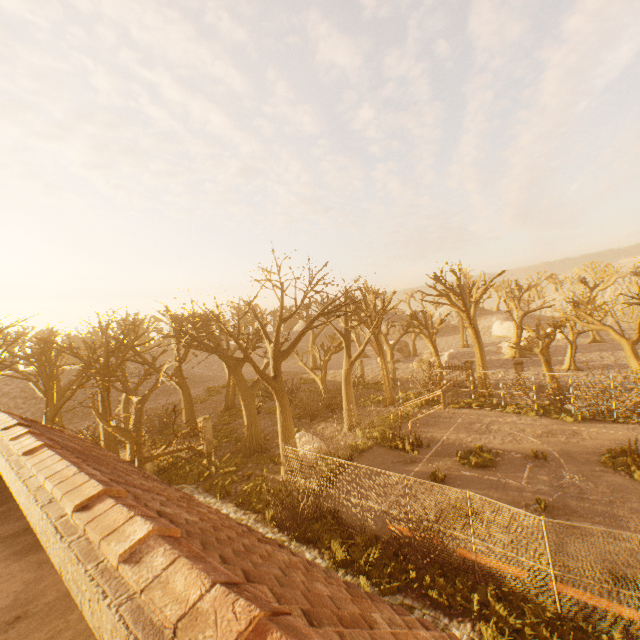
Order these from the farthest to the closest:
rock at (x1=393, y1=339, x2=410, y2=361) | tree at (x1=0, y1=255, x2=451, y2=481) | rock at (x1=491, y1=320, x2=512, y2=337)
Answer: rock at (x1=491, y1=320, x2=512, y2=337) < rock at (x1=393, y1=339, x2=410, y2=361) < tree at (x1=0, y1=255, x2=451, y2=481)

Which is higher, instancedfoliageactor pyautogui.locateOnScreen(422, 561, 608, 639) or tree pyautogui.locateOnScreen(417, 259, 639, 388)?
tree pyautogui.locateOnScreen(417, 259, 639, 388)

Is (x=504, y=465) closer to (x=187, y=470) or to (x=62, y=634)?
(x=187, y=470)

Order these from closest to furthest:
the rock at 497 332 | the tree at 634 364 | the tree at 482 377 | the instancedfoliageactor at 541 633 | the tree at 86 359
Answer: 1. the instancedfoliageactor at 541 633
2. the tree at 86 359
3. the tree at 634 364
4. the tree at 482 377
5. the rock at 497 332

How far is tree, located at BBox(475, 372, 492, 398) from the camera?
26.6m

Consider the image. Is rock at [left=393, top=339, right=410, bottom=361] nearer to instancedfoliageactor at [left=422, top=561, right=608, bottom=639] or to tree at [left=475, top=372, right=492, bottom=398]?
tree at [left=475, top=372, right=492, bottom=398]

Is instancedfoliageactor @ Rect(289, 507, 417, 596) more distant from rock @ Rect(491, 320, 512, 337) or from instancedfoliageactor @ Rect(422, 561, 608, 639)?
rock @ Rect(491, 320, 512, 337)

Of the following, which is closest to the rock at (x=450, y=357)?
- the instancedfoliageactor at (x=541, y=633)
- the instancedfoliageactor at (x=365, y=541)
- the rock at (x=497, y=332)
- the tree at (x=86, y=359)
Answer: the tree at (x=86, y=359)
